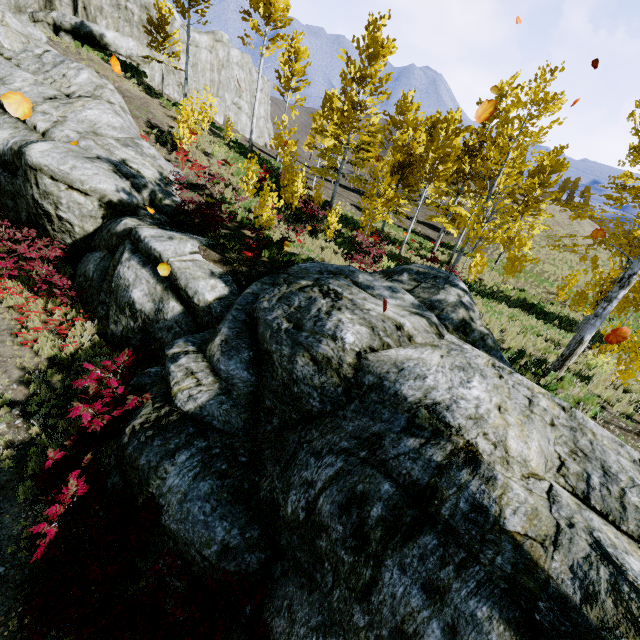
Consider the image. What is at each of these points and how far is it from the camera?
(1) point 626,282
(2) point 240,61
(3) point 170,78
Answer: (1) instancedfoliageactor, 7.5m
(2) rock, 40.1m
(3) rock, 28.2m

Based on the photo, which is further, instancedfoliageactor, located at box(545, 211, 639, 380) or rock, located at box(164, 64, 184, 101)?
rock, located at box(164, 64, 184, 101)

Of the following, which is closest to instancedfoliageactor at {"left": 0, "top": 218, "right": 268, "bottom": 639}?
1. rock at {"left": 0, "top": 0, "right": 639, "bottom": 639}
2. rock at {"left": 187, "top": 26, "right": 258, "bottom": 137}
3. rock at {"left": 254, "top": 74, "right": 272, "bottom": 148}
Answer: rock at {"left": 0, "top": 0, "right": 639, "bottom": 639}

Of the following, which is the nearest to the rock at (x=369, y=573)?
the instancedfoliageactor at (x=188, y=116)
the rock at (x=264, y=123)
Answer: the instancedfoliageactor at (x=188, y=116)

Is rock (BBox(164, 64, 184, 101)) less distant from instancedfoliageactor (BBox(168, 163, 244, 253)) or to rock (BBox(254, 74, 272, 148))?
rock (BBox(254, 74, 272, 148))

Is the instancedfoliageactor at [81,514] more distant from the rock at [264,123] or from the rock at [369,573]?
the rock at [264,123]
